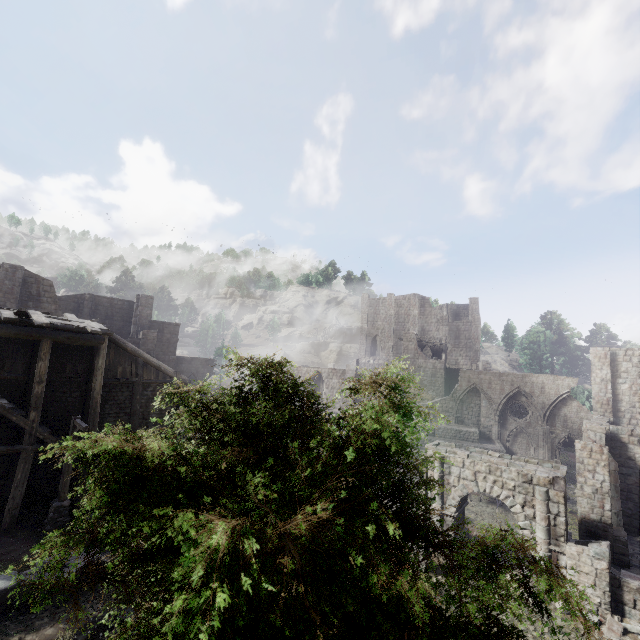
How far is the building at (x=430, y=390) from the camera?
40.62m

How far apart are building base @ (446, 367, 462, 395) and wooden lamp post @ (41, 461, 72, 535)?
47.51m

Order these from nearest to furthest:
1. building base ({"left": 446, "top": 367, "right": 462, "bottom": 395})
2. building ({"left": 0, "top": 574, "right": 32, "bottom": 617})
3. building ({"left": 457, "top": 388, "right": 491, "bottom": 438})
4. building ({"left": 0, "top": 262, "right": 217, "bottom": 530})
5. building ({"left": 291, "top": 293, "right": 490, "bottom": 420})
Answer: building ({"left": 0, "top": 574, "right": 32, "bottom": 617}) → building ({"left": 0, "top": 262, "right": 217, "bottom": 530}) → building ({"left": 457, "top": 388, "right": 491, "bottom": 438}) → building ({"left": 291, "top": 293, "right": 490, "bottom": 420}) → building base ({"left": 446, "top": 367, "right": 462, "bottom": 395})

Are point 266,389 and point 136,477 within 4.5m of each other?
yes

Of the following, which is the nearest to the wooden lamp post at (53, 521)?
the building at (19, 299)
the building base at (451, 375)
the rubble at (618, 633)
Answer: the building at (19, 299)

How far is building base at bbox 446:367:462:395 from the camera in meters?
49.9

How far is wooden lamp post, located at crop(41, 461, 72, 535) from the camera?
13.5 meters
